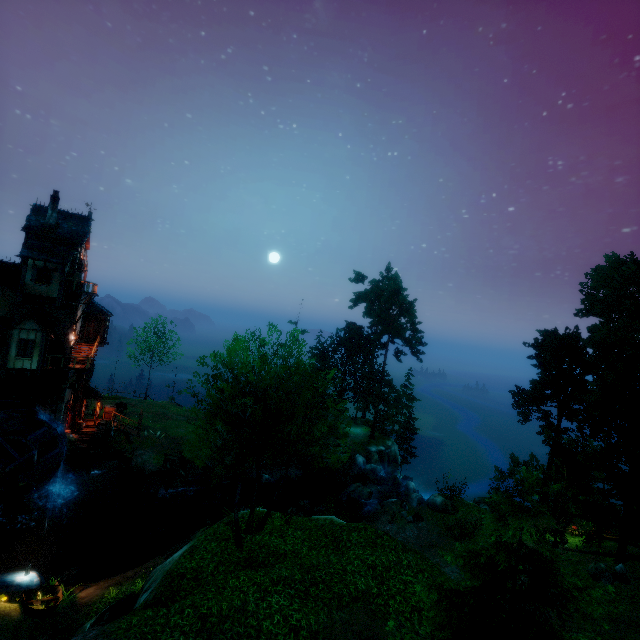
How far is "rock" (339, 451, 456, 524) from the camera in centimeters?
2683cm

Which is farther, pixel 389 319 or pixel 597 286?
pixel 389 319

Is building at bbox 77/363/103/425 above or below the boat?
above

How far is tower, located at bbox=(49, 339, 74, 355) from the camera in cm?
2619

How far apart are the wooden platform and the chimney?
17.6m

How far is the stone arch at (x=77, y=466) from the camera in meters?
26.9

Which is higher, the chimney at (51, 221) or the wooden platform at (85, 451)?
the chimney at (51, 221)

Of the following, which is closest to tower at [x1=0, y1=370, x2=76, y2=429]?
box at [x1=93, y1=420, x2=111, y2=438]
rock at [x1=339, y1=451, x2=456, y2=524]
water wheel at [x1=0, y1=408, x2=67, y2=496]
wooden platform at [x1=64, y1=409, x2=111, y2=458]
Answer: wooden platform at [x1=64, y1=409, x2=111, y2=458]
